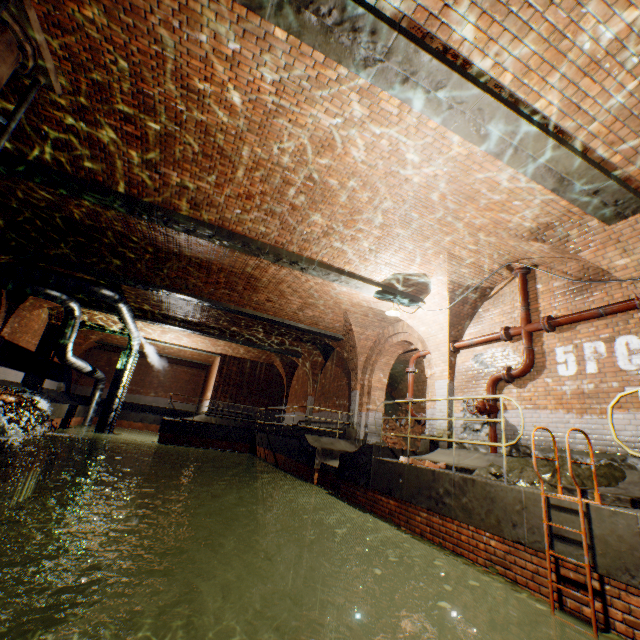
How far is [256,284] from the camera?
10.8m

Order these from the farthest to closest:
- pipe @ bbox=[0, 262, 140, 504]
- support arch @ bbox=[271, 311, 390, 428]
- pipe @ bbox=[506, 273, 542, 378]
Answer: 1. support arch @ bbox=[271, 311, 390, 428]
2. pipe @ bbox=[0, 262, 140, 504]
3. pipe @ bbox=[506, 273, 542, 378]

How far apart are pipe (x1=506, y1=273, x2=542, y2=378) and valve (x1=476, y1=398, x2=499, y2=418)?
0.6m

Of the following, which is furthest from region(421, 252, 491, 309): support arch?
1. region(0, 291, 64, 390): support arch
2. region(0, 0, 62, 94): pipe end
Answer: region(0, 0, 62, 94): pipe end

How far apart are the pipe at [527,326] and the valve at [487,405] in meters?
0.6

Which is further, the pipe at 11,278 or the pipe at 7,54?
the pipe at 11,278

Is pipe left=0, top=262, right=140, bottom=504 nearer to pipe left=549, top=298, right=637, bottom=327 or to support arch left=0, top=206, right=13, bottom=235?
support arch left=0, top=206, right=13, bottom=235

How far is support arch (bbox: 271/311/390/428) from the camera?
12.8m
